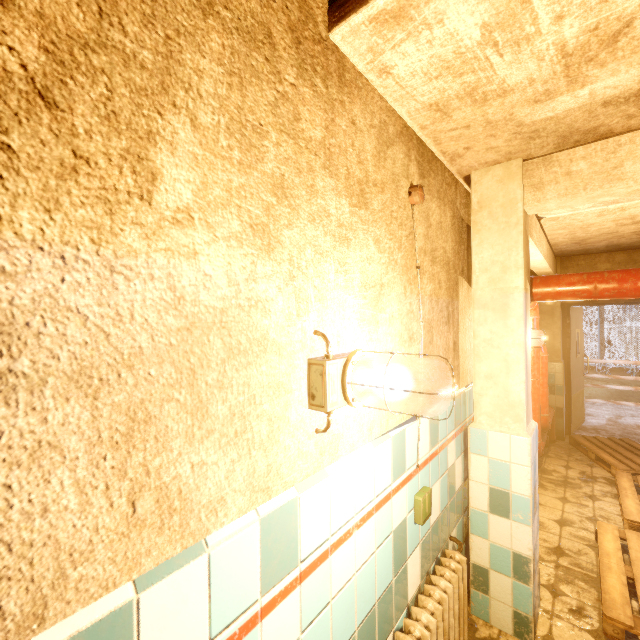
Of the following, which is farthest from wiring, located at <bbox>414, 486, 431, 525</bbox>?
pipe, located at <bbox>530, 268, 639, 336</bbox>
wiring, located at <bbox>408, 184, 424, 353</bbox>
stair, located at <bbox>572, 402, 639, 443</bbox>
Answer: stair, located at <bbox>572, 402, 639, 443</bbox>

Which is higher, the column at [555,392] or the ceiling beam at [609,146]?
the ceiling beam at [609,146]

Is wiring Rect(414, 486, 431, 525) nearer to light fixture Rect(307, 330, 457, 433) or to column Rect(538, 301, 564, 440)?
light fixture Rect(307, 330, 457, 433)

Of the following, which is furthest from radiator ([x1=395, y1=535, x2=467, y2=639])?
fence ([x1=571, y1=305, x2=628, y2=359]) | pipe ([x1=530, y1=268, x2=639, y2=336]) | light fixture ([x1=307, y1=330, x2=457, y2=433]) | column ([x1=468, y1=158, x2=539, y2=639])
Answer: fence ([x1=571, y1=305, x2=628, y2=359])

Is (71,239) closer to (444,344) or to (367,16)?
(367,16)

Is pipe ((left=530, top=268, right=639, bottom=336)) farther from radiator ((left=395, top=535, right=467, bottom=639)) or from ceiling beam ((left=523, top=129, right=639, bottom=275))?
radiator ((left=395, top=535, right=467, bottom=639))

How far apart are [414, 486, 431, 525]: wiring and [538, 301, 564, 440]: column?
4.89m

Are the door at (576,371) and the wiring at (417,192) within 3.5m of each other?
no
